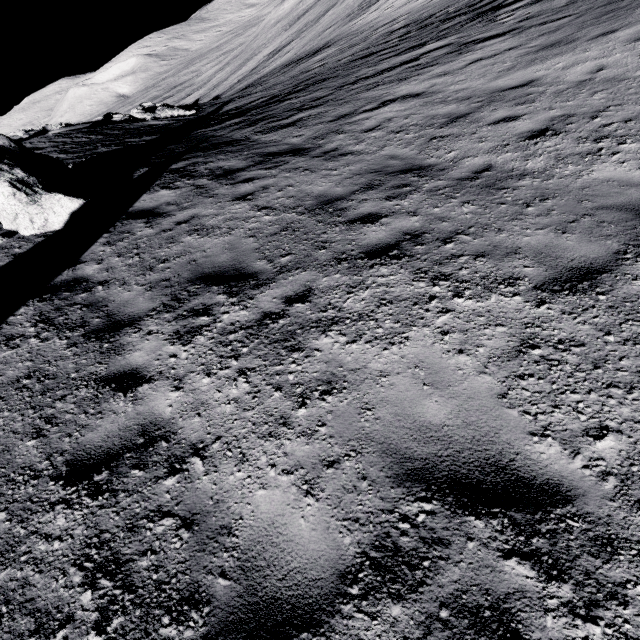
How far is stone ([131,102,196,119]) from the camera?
24.2m

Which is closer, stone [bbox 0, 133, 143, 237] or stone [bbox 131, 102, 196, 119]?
stone [bbox 0, 133, 143, 237]

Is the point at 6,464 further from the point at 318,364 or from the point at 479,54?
the point at 479,54

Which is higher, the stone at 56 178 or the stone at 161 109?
→ the stone at 56 178

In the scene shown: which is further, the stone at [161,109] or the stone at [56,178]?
the stone at [161,109]

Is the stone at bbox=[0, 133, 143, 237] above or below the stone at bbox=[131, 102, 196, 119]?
above
